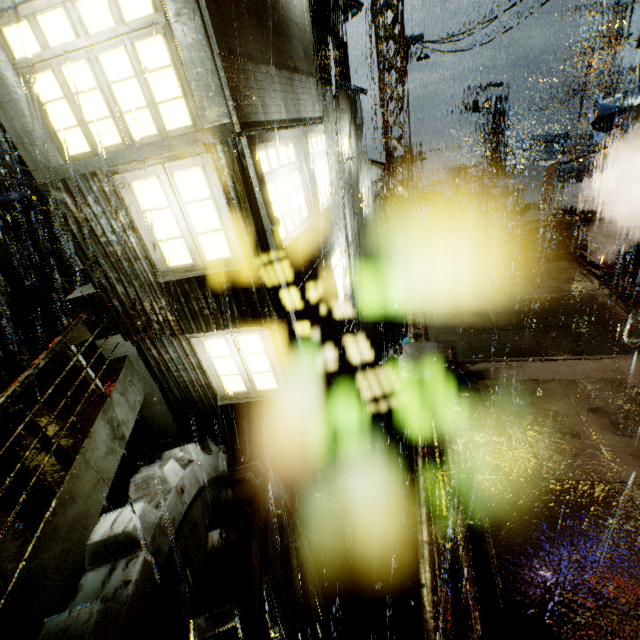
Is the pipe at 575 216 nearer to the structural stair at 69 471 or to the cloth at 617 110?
the cloth at 617 110

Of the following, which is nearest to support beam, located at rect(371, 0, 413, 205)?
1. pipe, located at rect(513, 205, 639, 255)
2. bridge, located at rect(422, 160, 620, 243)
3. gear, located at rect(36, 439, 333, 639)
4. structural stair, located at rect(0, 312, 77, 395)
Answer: bridge, located at rect(422, 160, 620, 243)

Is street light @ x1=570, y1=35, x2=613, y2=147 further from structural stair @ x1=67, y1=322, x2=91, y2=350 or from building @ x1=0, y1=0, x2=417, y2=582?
structural stair @ x1=67, y1=322, x2=91, y2=350

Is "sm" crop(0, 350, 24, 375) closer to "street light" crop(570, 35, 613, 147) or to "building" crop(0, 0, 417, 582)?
"building" crop(0, 0, 417, 582)

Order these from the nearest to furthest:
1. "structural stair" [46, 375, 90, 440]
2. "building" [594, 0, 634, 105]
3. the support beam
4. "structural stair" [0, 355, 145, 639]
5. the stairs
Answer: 1. "structural stair" [0, 355, 145, 639]
2. "structural stair" [46, 375, 90, 440]
3. the stairs
4. the support beam
5. "building" [594, 0, 634, 105]

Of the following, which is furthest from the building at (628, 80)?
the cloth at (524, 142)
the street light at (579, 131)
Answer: the cloth at (524, 142)

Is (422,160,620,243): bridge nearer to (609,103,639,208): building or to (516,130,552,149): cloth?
(609,103,639,208): building

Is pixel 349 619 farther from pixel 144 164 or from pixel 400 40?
pixel 400 40
